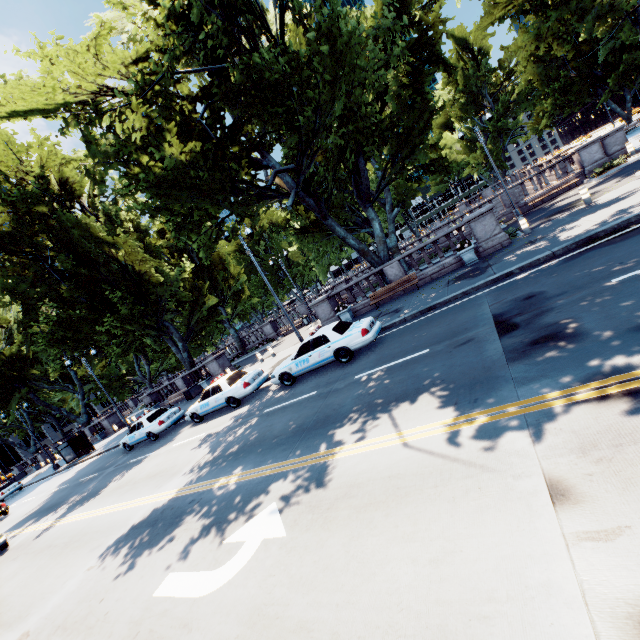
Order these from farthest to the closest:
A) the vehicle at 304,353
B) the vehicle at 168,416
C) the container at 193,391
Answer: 1. the container at 193,391
2. the vehicle at 168,416
3. the vehicle at 304,353

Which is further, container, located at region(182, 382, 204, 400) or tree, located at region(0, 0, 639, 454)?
container, located at region(182, 382, 204, 400)

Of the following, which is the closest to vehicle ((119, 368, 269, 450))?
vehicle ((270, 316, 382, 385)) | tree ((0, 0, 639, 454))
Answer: vehicle ((270, 316, 382, 385))

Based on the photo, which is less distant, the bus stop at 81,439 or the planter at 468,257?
the planter at 468,257

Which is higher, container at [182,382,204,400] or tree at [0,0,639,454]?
tree at [0,0,639,454]

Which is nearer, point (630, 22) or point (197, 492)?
point (197, 492)

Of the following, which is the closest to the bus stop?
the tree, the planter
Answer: the tree

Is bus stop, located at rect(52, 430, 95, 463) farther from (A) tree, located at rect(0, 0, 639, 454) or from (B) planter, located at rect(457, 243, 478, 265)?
(B) planter, located at rect(457, 243, 478, 265)
